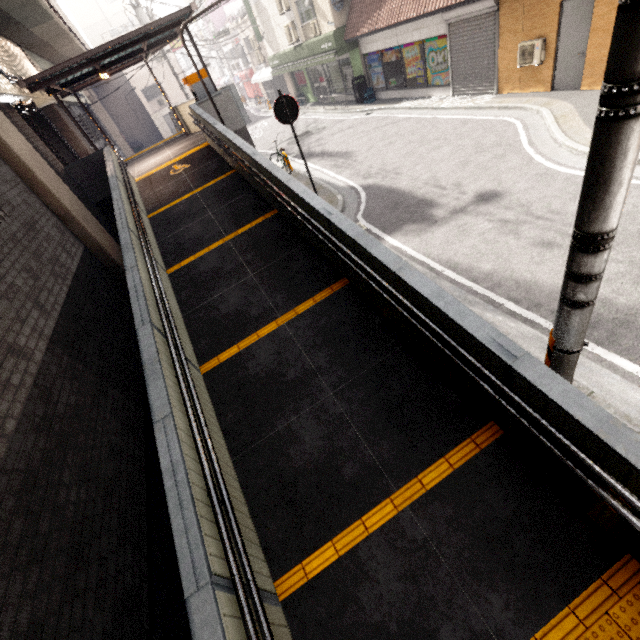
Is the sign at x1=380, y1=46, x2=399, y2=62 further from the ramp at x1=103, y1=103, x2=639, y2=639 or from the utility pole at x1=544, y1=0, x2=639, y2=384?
the utility pole at x1=544, y1=0, x2=639, y2=384

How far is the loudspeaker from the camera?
8.9m

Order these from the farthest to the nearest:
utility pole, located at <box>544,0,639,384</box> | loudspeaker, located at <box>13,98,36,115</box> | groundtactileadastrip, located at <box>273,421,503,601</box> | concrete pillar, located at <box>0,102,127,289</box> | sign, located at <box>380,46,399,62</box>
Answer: sign, located at <box>380,46,399,62</box>
loudspeaker, located at <box>13,98,36,115</box>
concrete pillar, located at <box>0,102,127,289</box>
groundtactileadastrip, located at <box>273,421,503,601</box>
utility pole, located at <box>544,0,639,384</box>

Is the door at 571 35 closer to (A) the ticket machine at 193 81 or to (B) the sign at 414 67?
(B) the sign at 414 67

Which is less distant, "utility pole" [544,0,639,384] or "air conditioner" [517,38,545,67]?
"utility pole" [544,0,639,384]

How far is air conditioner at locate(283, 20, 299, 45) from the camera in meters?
17.7

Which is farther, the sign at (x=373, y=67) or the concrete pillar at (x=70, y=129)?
the sign at (x=373, y=67)

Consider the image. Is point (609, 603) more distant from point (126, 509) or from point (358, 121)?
point (358, 121)
